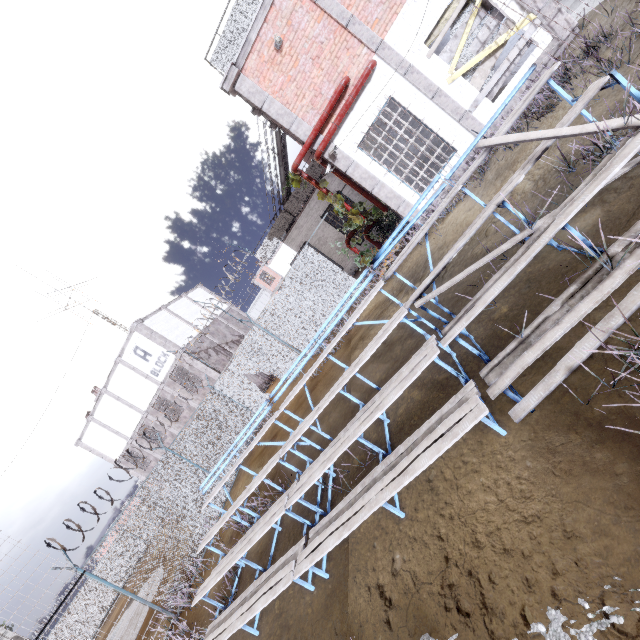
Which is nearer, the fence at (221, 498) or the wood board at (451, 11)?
the wood board at (451, 11)

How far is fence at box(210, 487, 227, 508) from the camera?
11.1 meters

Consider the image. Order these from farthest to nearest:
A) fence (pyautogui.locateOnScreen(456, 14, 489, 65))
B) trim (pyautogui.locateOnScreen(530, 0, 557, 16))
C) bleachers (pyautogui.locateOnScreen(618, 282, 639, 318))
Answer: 1. fence (pyautogui.locateOnScreen(456, 14, 489, 65))
2. trim (pyautogui.locateOnScreen(530, 0, 557, 16))
3. bleachers (pyautogui.locateOnScreen(618, 282, 639, 318))

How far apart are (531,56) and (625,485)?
11.1m

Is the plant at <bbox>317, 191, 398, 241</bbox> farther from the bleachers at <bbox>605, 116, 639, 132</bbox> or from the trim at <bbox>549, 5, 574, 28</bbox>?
the bleachers at <bbox>605, 116, 639, 132</bbox>

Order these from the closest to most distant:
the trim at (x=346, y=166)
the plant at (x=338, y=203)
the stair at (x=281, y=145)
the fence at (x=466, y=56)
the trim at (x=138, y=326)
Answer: the fence at (x=466, y=56) → the trim at (x=346, y=166) → the plant at (x=338, y=203) → the stair at (x=281, y=145) → the trim at (x=138, y=326)

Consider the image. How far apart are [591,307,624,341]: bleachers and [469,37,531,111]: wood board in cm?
849
